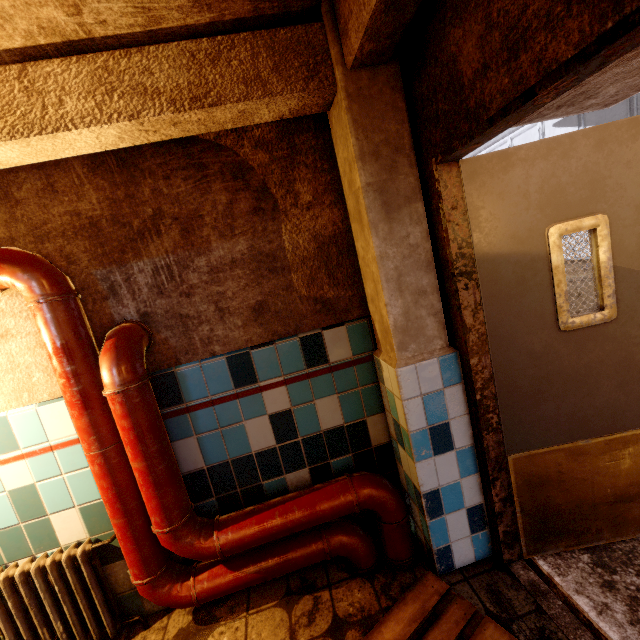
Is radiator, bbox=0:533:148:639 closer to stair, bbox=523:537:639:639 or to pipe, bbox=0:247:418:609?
pipe, bbox=0:247:418:609

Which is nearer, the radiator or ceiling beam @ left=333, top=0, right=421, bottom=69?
ceiling beam @ left=333, top=0, right=421, bottom=69

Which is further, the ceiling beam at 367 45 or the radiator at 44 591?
the radiator at 44 591

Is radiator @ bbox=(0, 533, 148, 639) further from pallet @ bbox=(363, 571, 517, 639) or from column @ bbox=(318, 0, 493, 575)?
column @ bbox=(318, 0, 493, 575)

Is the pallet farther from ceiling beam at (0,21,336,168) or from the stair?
ceiling beam at (0,21,336,168)

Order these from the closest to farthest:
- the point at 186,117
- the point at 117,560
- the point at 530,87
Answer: the point at 530,87 < the point at 186,117 < the point at 117,560

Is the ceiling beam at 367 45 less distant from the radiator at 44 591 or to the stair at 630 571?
the radiator at 44 591

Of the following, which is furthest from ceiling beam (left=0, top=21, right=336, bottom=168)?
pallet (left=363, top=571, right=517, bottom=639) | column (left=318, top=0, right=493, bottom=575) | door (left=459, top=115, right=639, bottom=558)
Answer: pallet (left=363, top=571, right=517, bottom=639)
